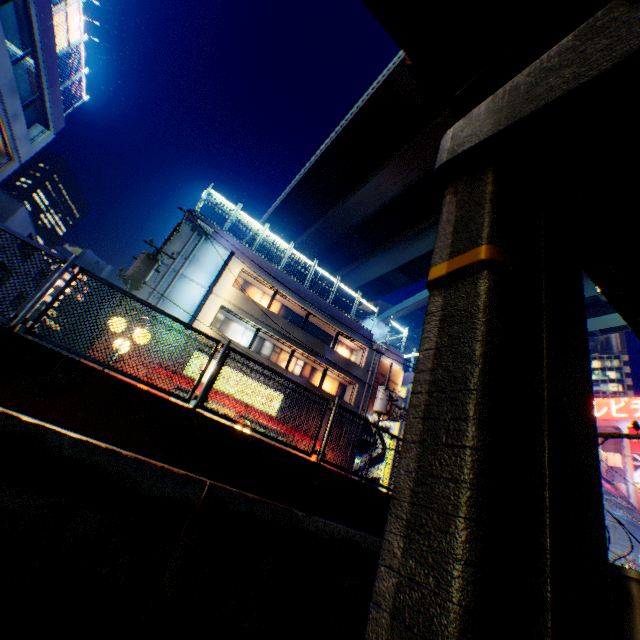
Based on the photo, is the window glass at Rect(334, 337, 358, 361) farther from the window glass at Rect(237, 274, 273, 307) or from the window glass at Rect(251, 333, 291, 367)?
the window glass at Rect(237, 274, 273, 307)

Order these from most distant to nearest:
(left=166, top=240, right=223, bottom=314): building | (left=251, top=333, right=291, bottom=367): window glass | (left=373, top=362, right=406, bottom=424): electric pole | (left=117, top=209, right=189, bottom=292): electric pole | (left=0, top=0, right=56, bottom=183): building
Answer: (left=251, top=333, right=291, bottom=367): window glass, (left=373, top=362, right=406, bottom=424): electric pole, (left=166, top=240, right=223, bottom=314): building, (left=0, top=0, right=56, bottom=183): building, (left=117, top=209, right=189, bottom=292): electric pole

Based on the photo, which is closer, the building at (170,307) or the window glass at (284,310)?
the building at (170,307)

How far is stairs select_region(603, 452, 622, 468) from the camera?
52.28m

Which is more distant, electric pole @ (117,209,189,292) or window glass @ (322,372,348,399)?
window glass @ (322,372,348,399)

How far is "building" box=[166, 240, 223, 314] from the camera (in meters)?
17.92

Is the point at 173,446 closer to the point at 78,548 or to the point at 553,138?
the point at 78,548

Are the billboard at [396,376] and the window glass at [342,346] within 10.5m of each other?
yes
